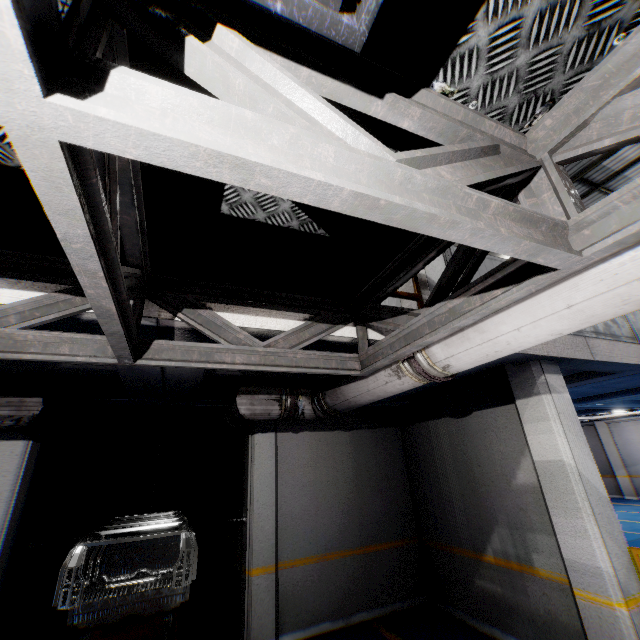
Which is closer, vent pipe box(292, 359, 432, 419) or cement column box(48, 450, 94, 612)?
vent pipe box(292, 359, 432, 419)

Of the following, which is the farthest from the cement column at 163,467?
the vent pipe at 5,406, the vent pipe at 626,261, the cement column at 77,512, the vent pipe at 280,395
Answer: the vent pipe at 626,261

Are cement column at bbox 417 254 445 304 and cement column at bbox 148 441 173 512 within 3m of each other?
no

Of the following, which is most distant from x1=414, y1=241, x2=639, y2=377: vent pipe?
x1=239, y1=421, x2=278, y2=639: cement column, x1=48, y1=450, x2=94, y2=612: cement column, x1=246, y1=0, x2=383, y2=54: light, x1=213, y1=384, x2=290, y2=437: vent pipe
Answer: x1=48, y1=450, x2=94, y2=612: cement column

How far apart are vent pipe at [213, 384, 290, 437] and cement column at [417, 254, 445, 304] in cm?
125

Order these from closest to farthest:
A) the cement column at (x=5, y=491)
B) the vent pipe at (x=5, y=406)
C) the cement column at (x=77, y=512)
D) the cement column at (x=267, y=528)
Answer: the vent pipe at (x=5, y=406) → the cement column at (x=5, y=491) → the cement column at (x=267, y=528) → the cement column at (x=77, y=512)

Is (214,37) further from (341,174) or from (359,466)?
(359,466)

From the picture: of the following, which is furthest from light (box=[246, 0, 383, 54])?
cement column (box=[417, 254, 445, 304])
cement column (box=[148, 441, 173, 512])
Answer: cement column (box=[148, 441, 173, 512])
